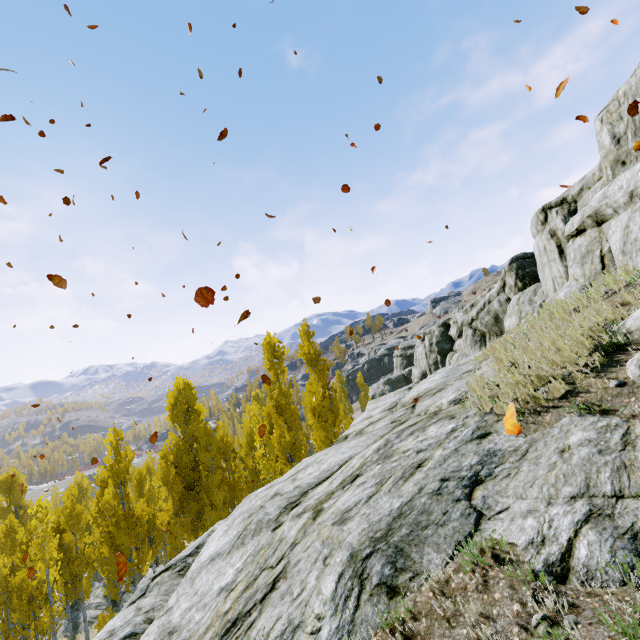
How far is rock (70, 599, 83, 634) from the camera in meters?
24.3 m

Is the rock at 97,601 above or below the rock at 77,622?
above

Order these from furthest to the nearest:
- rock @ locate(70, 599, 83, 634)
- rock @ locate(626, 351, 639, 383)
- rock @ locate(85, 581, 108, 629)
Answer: rock @ locate(85, 581, 108, 629)
rock @ locate(70, 599, 83, 634)
rock @ locate(626, 351, 639, 383)

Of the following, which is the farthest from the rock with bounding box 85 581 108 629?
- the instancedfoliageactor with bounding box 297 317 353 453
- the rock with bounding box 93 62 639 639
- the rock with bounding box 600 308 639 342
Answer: the rock with bounding box 93 62 639 639

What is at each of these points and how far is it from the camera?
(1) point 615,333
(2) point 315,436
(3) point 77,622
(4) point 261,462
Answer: (1) rock, 5.6m
(2) instancedfoliageactor, 25.8m
(3) rock, 25.0m
(4) instancedfoliageactor, 18.0m

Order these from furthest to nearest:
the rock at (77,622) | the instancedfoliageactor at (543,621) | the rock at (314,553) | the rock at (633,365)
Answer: the rock at (77,622)
the rock at (633,365)
the rock at (314,553)
the instancedfoliageactor at (543,621)

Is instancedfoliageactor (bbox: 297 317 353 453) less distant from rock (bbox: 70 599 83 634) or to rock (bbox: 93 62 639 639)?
→ rock (bbox: 70 599 83 634)
